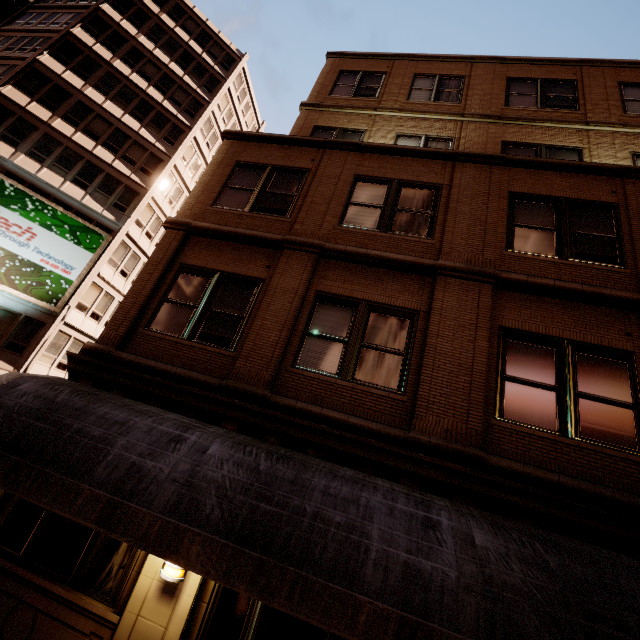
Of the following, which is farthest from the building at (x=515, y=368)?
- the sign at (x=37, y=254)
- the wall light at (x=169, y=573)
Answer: the sign at (x=37, y=254)

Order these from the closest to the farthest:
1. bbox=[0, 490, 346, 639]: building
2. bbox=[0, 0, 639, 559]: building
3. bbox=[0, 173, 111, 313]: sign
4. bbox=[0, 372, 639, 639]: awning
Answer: bbox=[0, 372, 639, 639]: awning
bbox=[0, 490, 346, 639]: building
bbox=[0, 0, 639, 559]: building
bbox=[0, 173, 111, 313]: sign

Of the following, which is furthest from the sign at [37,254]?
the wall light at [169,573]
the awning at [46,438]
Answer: the wall light at [169,573]

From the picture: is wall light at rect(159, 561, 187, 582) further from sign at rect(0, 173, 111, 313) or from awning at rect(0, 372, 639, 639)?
sign at rect(0, 173, 111, 313)

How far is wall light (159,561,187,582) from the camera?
4.6 meters

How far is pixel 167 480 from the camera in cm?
401

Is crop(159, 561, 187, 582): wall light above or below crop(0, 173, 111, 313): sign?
below

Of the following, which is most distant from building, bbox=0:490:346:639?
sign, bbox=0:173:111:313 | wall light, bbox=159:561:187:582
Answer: sign, bbox=0:173:111:313
